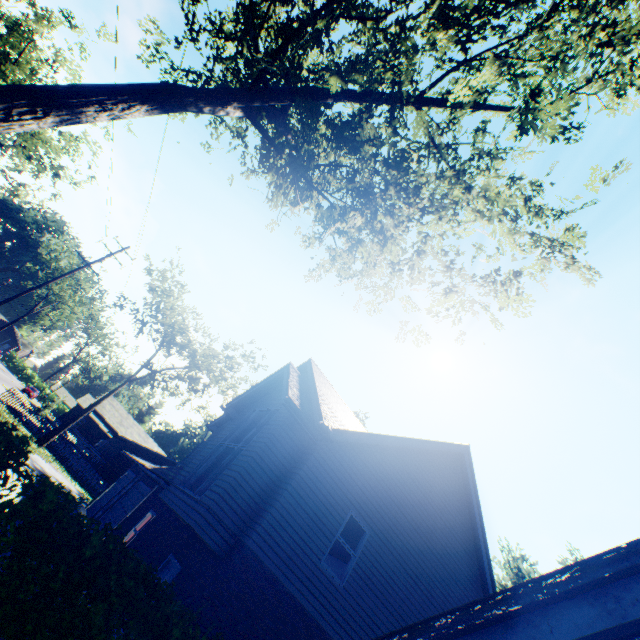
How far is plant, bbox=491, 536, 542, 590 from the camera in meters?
34.1 m

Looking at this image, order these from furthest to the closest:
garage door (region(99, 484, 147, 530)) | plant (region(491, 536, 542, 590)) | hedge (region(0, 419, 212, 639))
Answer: plant (region(491, 536, 542, 590))
garage door (region(99, 484, 147, 530))
hedge (region(0, 419, 212, 639))

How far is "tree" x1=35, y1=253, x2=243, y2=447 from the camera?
27.8 meters

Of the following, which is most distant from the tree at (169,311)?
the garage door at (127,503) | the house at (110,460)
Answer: Result: the garage door at (127,503)

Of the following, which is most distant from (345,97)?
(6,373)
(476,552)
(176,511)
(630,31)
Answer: (6,373)

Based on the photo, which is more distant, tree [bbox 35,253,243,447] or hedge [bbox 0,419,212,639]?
tree [bbox 35,253,243,447]

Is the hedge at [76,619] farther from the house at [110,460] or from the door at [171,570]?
the house at [110,460]

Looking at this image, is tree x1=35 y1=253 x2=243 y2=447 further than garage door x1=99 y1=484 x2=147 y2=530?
Yes
